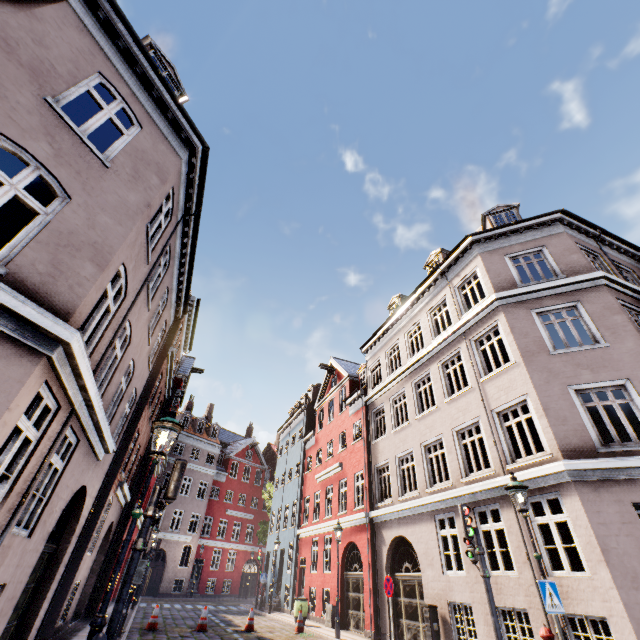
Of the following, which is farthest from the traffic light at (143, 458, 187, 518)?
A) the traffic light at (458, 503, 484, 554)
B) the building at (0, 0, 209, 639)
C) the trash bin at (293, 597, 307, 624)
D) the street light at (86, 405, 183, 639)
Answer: the trash bin at (293, 597, 307, 624)

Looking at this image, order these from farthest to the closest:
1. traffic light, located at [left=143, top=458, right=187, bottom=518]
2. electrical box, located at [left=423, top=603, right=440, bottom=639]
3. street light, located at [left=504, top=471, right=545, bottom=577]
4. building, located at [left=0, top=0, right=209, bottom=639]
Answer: electrical box, located at [left=423, top=603, right=440, bottom=639] < street light, located at [left=504, top=471, right=545, bottom=577] < traffic light, located at [left=143, top=458, right=187, bottom=518] < building, located at [left=0, top=0, right=209, bottom=639]

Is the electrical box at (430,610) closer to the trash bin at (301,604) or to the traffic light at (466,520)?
the traffic light at (466,520)

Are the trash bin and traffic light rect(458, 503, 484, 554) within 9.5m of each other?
no

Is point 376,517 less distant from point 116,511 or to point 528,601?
point 528,601

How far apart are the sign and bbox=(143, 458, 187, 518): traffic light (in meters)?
7.31

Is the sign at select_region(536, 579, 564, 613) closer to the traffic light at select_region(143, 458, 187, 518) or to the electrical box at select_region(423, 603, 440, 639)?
the electrical box at select_region(423, 603, 440, 639)

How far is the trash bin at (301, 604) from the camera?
15.9m
